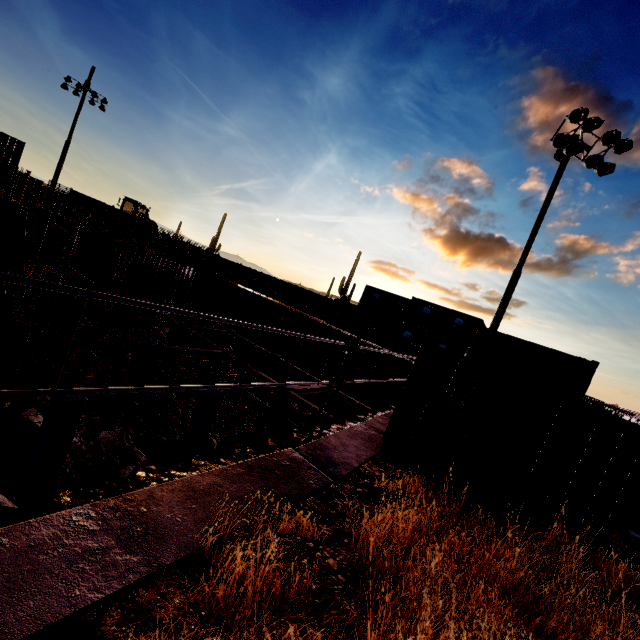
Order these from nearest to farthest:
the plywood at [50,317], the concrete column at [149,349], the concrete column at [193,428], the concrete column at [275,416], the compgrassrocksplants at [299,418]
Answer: the concrete column at [193,428] → the plywood at [50,317] → the concrete column at [149,349] → the concrete column at [275,416] → the compgrassrocksplants at [299,418]

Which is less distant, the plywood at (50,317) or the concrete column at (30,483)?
the concrete column at (30,483)

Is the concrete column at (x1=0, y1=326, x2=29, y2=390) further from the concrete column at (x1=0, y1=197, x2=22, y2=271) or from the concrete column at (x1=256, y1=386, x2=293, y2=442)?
the concrete column at (x1=256, y1=386, x2=293, y2=442)

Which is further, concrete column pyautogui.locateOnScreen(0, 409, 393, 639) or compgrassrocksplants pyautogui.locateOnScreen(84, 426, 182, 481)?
compgrassrocksplants pyautogui.locateOnScreen(84, 426, 182, 481)

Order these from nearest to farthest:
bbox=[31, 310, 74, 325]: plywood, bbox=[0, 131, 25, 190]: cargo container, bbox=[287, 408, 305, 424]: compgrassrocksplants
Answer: bbox=[31, 310, 74, 325]: plywood
bbox=[287, 408, 305, 424]: compgrassrocksplants
bbox=[0, 131, 25, 190]: cargo container

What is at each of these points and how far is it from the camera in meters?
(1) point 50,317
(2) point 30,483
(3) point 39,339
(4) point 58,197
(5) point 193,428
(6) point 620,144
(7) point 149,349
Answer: (1) plywood, 13.9 m
(2) concrete column, 8.5 m
(3) steel beam, 11.9 m
(4) fence, 36.6 m
(5) concrete column, 12.8 m
(6) floodlight, 12.1 m
(7) concrete column, 15.3 m

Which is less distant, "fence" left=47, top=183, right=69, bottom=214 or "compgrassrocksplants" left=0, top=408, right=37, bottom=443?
"compgrassrocksplants" left=0, top=408, right=37, bottom=443

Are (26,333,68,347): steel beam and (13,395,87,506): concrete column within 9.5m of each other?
yes
